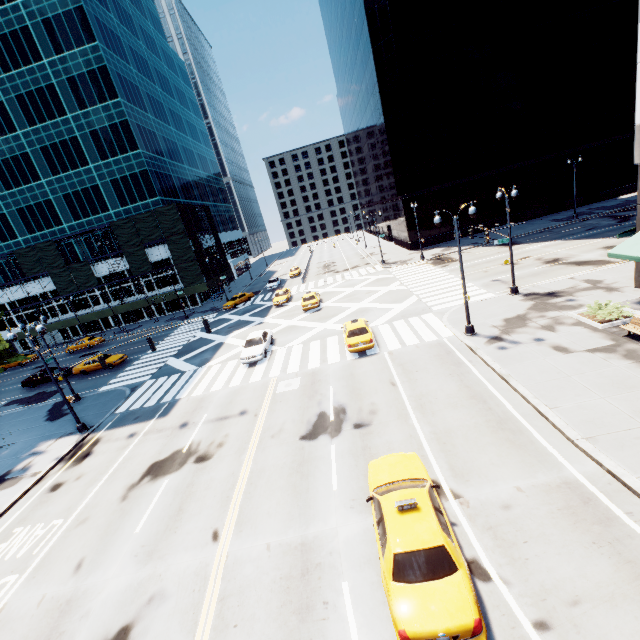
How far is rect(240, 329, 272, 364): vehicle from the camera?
23.66m

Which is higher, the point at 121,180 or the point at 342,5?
the point at 342,5

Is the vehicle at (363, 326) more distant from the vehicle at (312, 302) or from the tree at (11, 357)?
the tree at (11, 357)

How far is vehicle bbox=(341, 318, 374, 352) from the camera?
20.4m

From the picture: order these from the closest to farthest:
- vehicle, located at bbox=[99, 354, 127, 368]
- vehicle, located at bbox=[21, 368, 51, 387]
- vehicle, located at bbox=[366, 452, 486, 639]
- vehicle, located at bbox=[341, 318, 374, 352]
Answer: vehicle, located at bbox=[366, 452, 486, 639] < vehicle, located at bbox=[341, 318, 374, 352] < vehicle, located at bbox=[99, 354, 127, 368] < vehicle, located at bbox=[21, 368, 51, 387]

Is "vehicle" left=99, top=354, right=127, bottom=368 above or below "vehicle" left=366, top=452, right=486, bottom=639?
below

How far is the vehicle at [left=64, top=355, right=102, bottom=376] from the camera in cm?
3274

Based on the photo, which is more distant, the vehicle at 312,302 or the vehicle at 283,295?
the vehicle at 283,295
